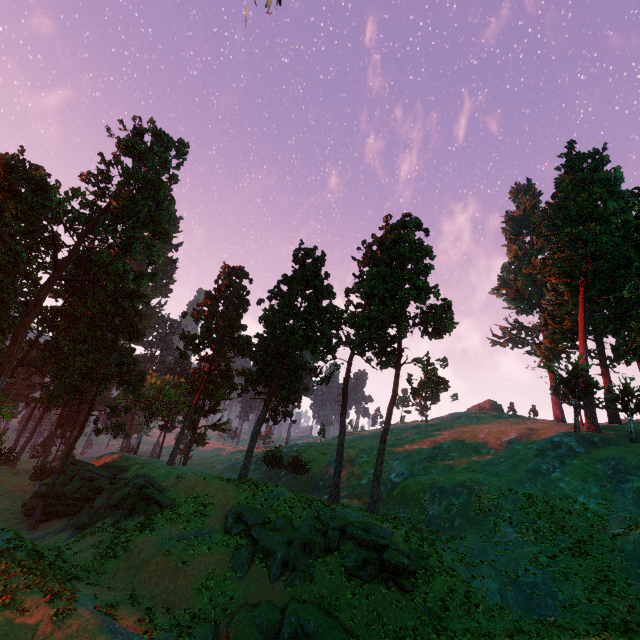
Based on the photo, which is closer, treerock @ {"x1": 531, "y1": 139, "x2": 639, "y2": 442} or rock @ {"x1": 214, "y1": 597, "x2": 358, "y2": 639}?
rock @ {"x1": 214, "y1": 597, "x2": 358, "y2": 639}

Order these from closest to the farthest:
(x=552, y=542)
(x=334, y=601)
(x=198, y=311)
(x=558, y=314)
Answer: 1. (x=334, y=601)
2. (x=552, y=542)
3. (x=198, y=311)
4. (x=558, y=314)

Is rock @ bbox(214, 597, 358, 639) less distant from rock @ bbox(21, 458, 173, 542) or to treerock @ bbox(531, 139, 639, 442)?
rock @ bbox(21, 458, 173, 542)

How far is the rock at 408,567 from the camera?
21.1 meters

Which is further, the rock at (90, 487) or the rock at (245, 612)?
the rock at (90, 487)

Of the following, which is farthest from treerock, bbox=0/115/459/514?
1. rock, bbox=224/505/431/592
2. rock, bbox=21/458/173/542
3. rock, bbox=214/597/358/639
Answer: rock, bbox=214/597/358/639

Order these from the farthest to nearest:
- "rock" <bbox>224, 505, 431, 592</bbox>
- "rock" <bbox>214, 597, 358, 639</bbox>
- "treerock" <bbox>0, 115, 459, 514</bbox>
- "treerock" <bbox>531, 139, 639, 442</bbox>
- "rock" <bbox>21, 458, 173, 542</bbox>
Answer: "treerock" <bbox>531, 139, 639, 442</bbox>, "treerock" <bbox>0, 115, 459, 514</bbox>, "rock" <bbox>21, 458, 173, 542</bbox>, "rock" <bbox>224, 505, 431, 592</bbox>, "rock" <bbox>214, 597, 358, 639</bbox>
